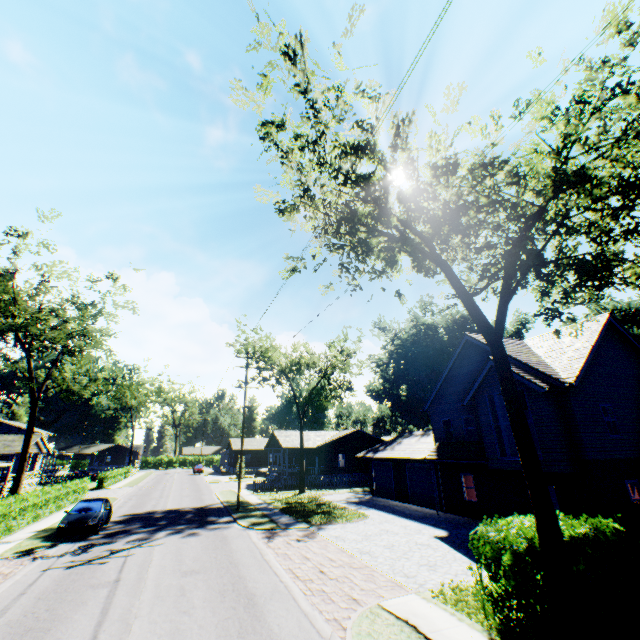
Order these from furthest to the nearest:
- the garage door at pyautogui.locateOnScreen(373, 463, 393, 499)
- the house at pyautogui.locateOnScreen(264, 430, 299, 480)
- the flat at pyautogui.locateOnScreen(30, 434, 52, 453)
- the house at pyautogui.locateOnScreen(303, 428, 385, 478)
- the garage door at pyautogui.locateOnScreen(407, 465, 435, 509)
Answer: the flat at pyautogui.locateOnScreen(30, 434, 52, 453), the house at pyautogui.locateOnScreen(303, 428, 385, 478), the house at pyautogui.locateOnScreen(264, 430, 299, 480), the garage door at pyautogui.locateOnScreen(373, 463, 393, 499), the garage door at pyautogui.locateOnScreen(407, 465, 435, 509)

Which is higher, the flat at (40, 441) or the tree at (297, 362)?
the tree at (297, 362)

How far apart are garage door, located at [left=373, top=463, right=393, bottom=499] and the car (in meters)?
20.90

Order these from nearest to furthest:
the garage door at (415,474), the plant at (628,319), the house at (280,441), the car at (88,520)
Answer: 1. the car at (88,520)
2. the garage door at (415,474)
3. the plant at (628,319)
4. the house at (280,441)

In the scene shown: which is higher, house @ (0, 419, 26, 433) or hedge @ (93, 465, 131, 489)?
house @ (0, 419, 26, 433)

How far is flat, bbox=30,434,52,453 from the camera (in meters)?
42.46

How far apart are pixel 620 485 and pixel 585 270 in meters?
12.7 m

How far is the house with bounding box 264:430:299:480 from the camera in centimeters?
4050cm
